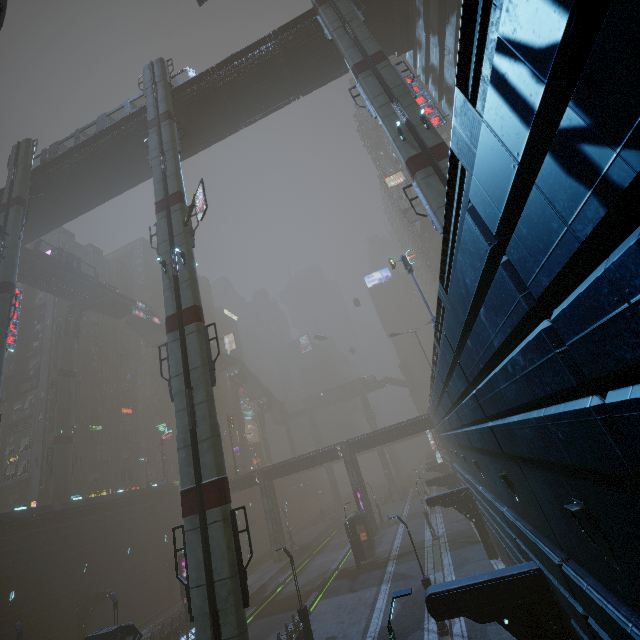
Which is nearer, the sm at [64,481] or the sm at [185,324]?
the sm at [185,324]

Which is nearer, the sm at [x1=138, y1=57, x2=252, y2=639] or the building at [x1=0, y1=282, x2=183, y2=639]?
the sm at [x1=138, y1=57, x2=252, y2=639]

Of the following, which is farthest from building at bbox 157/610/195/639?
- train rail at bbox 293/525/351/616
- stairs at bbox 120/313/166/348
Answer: stairs at bbox 120/313/166/348

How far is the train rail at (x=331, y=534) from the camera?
30.7 meters

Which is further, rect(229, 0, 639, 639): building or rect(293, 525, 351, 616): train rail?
rect(293, 525, 351, 616): train rail

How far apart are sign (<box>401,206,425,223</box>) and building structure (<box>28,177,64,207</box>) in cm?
4352

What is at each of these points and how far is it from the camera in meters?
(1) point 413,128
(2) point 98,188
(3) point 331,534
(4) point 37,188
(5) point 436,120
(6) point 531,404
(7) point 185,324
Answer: (1) sm, 17.2 m
(2) bridge, 33.3 m
(3) train rail, 55.7 m
(4) building structure, 30.7 m
(5) sign, 30.3 m
(6) building, 5.2 m
(7) sm, 17.5 m

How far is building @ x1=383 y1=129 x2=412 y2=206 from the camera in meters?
51.7
